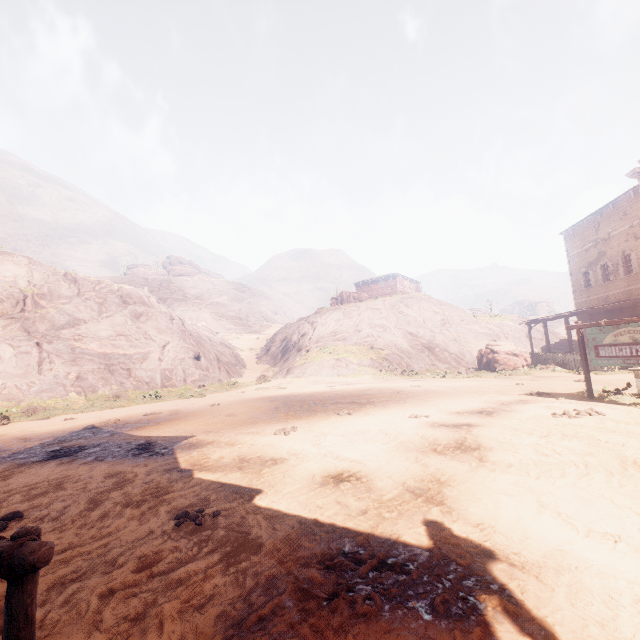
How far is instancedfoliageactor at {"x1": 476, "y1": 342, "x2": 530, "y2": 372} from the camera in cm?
2089

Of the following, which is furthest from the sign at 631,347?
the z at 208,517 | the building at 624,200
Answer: the building at 624,200

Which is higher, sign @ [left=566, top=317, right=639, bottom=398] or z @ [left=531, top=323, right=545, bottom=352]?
z @ [left=531, top=323, right=545, bottom=352]

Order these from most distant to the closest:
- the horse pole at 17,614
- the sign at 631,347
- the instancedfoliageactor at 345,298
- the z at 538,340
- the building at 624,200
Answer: the instancedfoliageactor at 345,298 < the z at 538,340 < the building at 624,200 < the sign at 631,347 < the horse pole at 17,614

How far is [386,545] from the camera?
3.1m

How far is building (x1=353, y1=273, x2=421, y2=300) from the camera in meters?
51.4 m

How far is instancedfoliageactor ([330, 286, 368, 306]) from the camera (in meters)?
39.97

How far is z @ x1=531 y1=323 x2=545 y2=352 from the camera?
36.8m
